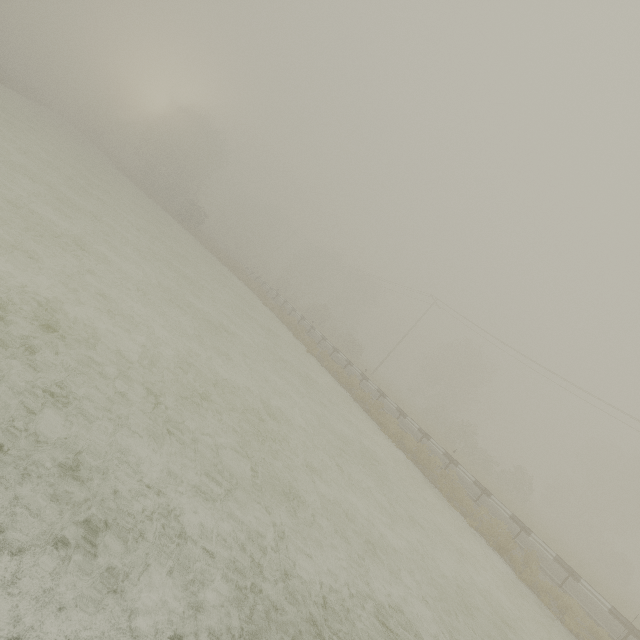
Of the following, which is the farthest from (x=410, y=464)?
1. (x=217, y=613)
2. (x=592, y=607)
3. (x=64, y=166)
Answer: (x=64, y=166)
